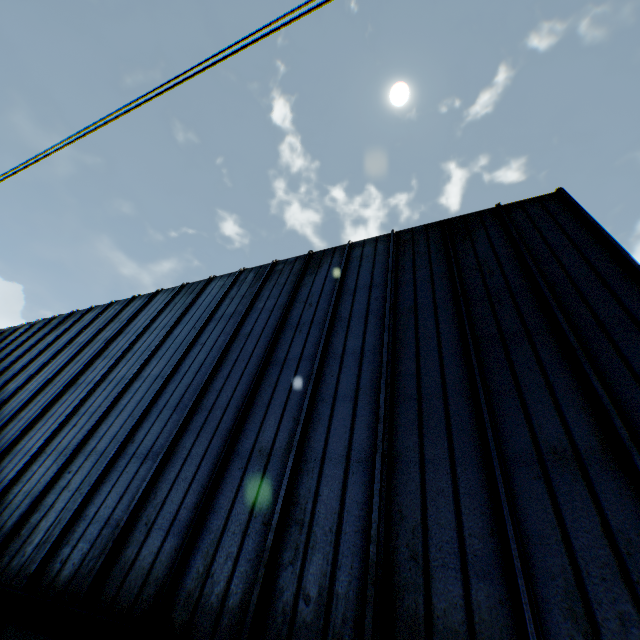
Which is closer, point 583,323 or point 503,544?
point 503,544
